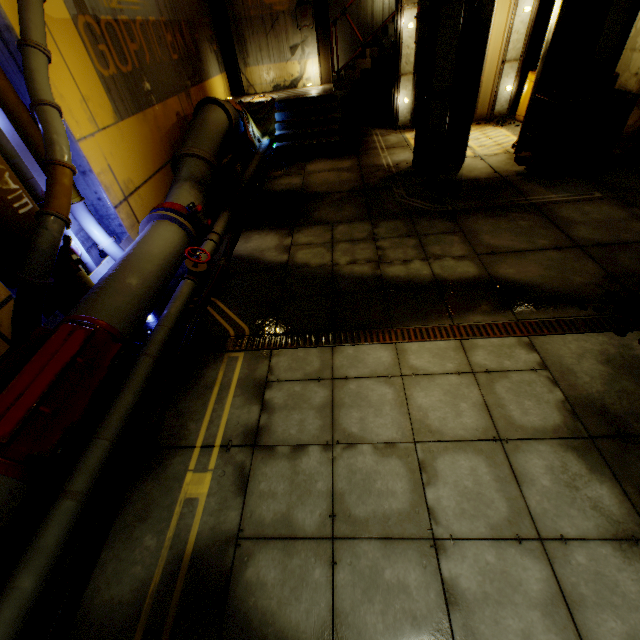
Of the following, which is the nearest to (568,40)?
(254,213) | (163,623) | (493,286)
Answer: (493,286)

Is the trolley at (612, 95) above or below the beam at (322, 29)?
below

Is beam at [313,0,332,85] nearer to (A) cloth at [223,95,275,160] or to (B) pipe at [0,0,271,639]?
(B) pipe at [0,0,271,639]

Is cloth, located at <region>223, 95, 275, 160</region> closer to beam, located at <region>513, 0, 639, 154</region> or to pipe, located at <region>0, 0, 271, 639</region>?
pipe, located at <region>0, 0, 271, 639</region>

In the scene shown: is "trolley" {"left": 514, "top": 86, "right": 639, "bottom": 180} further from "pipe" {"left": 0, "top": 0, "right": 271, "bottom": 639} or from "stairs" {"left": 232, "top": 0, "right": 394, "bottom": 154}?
"pipe" {"left": 0, "top": 0, "right": 271, "bottom": 639}

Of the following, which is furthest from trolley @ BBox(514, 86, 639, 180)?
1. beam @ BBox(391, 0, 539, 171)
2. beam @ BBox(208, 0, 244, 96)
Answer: beam @ BBox(208, 0, 244, 96)

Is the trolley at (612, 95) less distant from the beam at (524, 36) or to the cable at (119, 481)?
the beam at (524, 36)

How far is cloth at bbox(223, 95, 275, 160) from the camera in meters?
9.5 m
